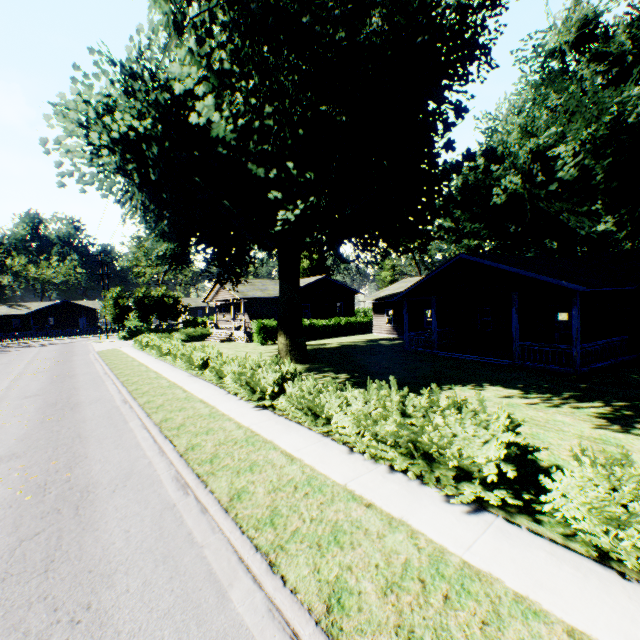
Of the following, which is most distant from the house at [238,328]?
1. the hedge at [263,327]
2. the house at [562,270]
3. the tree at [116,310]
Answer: the tree at [116,310]

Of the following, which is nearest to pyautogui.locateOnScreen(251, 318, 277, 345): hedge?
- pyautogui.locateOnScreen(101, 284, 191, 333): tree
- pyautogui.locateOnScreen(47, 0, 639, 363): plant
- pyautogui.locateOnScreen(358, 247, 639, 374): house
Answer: pyautogui.locateOnScreen(47, 0, 639, 363): plant

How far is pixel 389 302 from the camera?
30.86m

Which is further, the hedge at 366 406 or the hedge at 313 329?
the hedge at 313 329

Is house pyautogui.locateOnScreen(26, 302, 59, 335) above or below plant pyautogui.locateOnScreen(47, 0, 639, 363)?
below

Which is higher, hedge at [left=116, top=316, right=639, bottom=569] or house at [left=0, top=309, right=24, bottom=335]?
house at [left=0, top=309, right=24, bottom=335]

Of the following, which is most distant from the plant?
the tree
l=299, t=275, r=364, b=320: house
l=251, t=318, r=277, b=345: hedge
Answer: the tree

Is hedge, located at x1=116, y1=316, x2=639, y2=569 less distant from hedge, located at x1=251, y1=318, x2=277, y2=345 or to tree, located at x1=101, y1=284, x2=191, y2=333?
hedge, located at x1=251, y1=318, x2=277, y2=345
